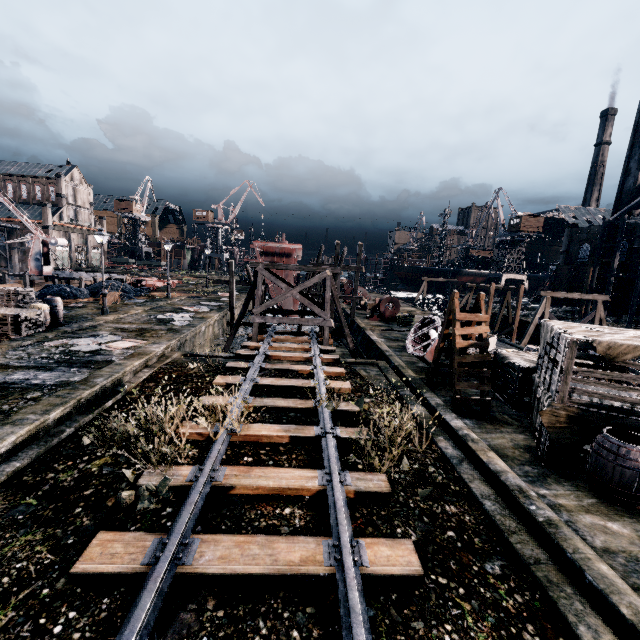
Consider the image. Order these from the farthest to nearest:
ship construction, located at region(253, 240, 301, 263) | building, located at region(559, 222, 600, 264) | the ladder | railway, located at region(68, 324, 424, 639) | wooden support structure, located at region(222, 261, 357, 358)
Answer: building, located at region(559, 222, 600, 264) → ship construction, located at region(253, 240, 301, 263) → wooden support structure, located at region(222, 261, 357, 358) → the ladder → railway, located at region(68, 324, 424, 639)

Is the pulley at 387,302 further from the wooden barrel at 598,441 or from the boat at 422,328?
the wooden barrel at 598,441

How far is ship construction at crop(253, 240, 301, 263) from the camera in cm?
3553

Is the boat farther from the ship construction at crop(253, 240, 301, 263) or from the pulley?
the ship construction at crop(253, 240, 301, 263)

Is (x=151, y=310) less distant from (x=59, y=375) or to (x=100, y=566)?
(x=59, y=375)

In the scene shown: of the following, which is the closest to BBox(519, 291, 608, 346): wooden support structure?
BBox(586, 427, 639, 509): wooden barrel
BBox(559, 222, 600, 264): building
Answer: BBox(586, 427, 639, 509): wooden barrel

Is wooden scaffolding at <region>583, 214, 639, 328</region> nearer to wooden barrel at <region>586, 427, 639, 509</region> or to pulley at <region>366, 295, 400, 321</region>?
pulley at <region>366, 295, 400, 321</region>

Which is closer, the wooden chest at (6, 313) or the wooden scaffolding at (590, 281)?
the wooden chest at (6, 313)
